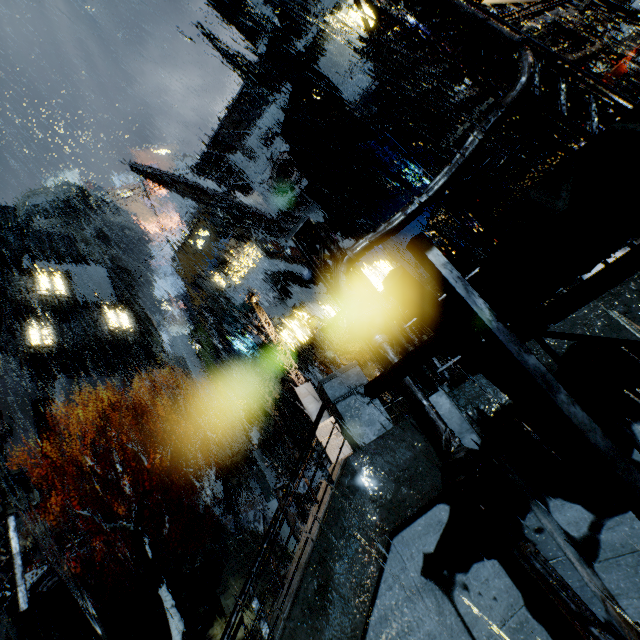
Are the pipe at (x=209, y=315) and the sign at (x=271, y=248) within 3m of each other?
no

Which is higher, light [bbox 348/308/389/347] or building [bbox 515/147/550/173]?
building [bbox 515/147/550/173]

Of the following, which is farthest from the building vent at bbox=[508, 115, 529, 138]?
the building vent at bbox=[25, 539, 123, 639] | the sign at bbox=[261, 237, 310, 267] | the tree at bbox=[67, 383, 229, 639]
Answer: the building vent at bbox=[25, 539, 123, 639]

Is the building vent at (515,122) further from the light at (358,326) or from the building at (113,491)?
the light at (358,326)

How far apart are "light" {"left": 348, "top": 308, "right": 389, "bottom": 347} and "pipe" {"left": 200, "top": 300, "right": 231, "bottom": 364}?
39.7 meters

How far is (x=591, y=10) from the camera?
11.33m

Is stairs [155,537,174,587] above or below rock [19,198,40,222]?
below

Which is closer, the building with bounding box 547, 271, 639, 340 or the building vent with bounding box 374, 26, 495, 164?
the building with bounding box 547, 271, 639, 340
